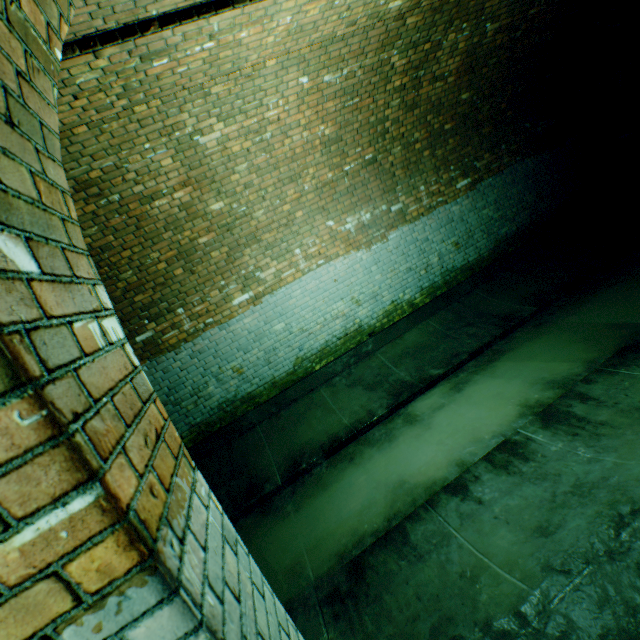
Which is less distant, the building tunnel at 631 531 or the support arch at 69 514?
the support arch at 69 514

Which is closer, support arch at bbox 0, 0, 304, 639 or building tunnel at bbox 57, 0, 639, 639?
support arch at bbox 0, 0, 304, 639

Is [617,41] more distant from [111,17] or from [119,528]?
[119,528]
